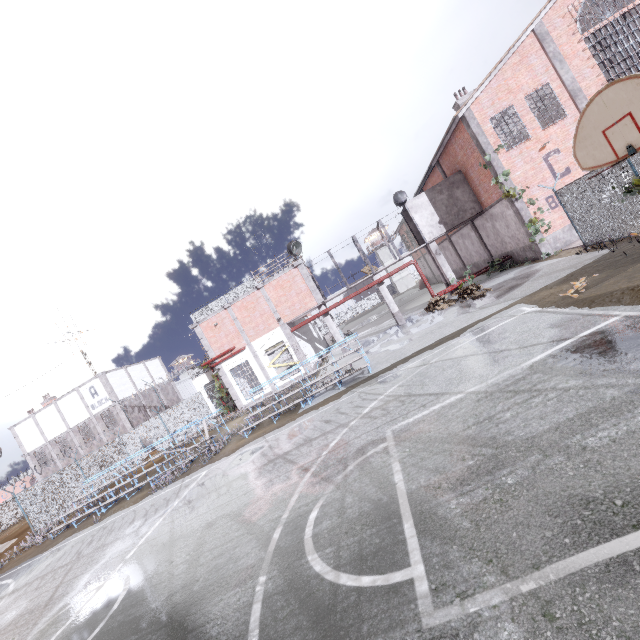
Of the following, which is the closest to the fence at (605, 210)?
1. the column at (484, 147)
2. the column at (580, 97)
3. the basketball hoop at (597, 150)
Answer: the column at (484, 147)

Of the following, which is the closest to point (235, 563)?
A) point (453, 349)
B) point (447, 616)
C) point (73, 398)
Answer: point (447, 616)

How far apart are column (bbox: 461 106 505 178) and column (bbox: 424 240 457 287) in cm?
478

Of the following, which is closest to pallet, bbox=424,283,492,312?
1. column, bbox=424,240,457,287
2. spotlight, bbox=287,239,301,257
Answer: column, bbox=424,240,457,287

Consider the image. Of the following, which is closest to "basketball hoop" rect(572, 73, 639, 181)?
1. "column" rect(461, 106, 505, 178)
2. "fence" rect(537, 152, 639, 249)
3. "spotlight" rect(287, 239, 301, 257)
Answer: "fence" rect(537, 152, 639, 249)

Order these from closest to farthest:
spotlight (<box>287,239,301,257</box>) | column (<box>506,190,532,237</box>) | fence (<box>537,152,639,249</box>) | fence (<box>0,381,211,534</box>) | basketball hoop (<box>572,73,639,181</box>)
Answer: basketball hoop (<box>572,73,639,181</box>)
fence (<box>537,152,639,249</box>)
column (<box>506,190,532,237</box>)
fence (<box>0,381,211,534</box>)
spotlight (<box>287,239,301,257</box>)

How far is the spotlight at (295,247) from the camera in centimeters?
2145cm

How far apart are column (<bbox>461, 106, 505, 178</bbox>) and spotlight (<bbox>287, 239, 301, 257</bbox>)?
11.5 meters
